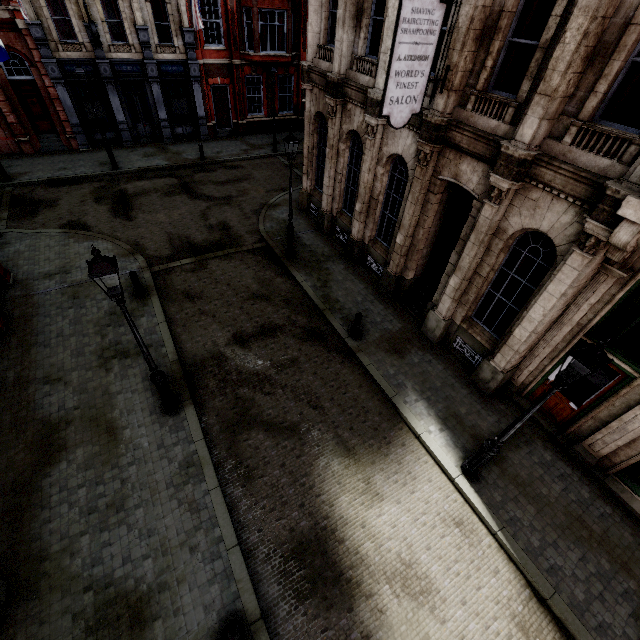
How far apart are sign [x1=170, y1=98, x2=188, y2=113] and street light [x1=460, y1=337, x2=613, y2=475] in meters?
26.0 m

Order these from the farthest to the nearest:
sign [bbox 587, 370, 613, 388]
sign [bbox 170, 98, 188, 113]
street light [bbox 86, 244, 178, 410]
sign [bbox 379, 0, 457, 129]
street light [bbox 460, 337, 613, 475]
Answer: sign [bbox 170, 98, 188, 113]
sign [bbox 587, 370, 613, 388]
sign [bbox 379, 0, 457, 129]
street light [bbox 86, 244, 178, 410]
street light [bbox 460, 337, 613, 475]

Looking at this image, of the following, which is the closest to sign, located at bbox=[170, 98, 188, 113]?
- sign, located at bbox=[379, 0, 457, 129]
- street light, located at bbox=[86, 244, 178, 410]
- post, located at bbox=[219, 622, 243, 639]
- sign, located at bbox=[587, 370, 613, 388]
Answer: street light, located at bbox=[86, 244, 178, 410]

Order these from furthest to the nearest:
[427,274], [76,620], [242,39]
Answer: [242,39] < [427,274] < [76,620]

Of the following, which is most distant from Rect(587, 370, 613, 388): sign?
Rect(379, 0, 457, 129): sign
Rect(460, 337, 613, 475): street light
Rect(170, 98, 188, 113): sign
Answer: Rect(170, 98, 188, 113): sign

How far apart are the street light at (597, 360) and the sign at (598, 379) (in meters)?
3.05

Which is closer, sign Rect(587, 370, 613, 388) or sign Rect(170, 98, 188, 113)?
sign Rect(587, 370, 613, 388)

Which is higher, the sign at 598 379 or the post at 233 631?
the sign at 598 379
